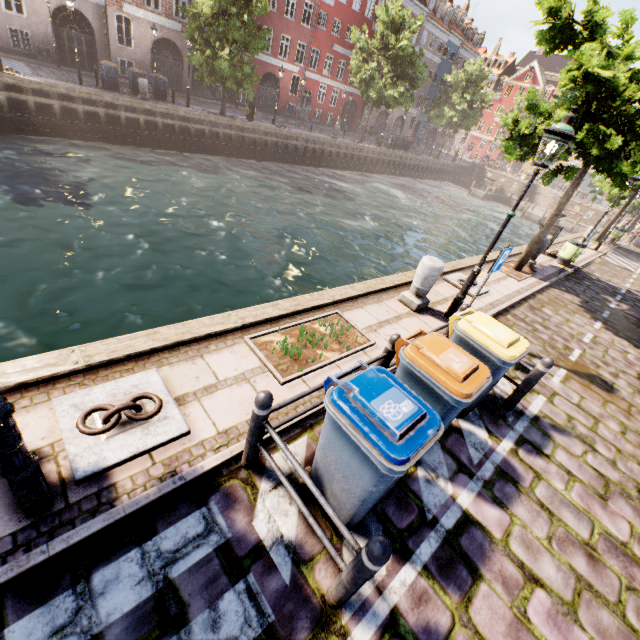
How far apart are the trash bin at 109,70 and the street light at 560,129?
23.75m

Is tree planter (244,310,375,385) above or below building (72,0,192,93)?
below

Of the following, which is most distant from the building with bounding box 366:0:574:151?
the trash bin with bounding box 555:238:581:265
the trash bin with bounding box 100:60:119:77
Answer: the trash bin with bounding box 555:238:581:265

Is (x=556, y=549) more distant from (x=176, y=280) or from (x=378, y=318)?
(x=176, y=280)

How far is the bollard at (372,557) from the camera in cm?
205

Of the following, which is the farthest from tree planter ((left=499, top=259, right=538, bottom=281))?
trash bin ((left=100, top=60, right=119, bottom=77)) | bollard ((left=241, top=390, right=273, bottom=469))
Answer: trash bin ((left=100, top=60, right=119, bottom=77))

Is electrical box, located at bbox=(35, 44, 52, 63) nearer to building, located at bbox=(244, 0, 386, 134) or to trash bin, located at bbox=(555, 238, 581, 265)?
building, located at bbox=(244, 0, 386, 134)

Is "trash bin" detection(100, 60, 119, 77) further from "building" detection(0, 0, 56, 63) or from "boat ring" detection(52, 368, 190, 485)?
"boat ring" detection(52, 368, 190, 485)
